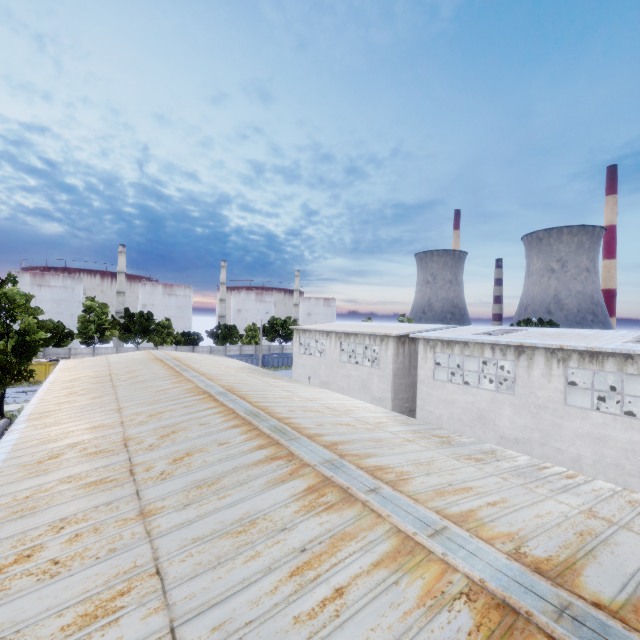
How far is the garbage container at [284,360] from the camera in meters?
57.8 m

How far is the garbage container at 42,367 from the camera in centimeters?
3922cm

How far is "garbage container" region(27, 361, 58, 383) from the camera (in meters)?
39.22

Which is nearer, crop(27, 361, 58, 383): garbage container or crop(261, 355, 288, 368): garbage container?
crop(27, 361, 58, 383): garbage container

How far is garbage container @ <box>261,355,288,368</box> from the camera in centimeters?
5775cm

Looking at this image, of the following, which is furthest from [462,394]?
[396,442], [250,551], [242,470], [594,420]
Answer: [250,551]
